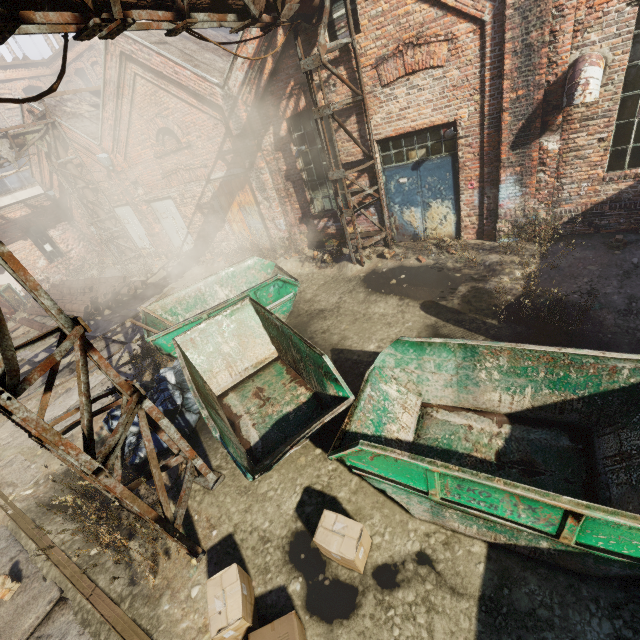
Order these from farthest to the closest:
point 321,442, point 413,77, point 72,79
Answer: point 72,79
point 413,77
point 321,442

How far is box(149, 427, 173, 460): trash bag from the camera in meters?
5.6 m

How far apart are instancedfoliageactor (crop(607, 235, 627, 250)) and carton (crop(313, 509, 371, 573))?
7.1 meters

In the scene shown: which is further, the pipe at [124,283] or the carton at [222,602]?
the carton at [222,602]

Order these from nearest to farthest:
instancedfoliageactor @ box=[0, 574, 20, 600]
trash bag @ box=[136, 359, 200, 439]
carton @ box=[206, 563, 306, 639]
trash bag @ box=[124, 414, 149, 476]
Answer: carton @ box=[206, 563, 306, 639], instancedfoliageactor @ box=[0, 574, 20, 600], trash bag @ box=[124, 414, 149, 476], trash bag @ box=[136, 359, 200, 439]

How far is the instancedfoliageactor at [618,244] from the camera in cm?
628

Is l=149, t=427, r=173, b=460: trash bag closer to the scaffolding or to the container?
the container

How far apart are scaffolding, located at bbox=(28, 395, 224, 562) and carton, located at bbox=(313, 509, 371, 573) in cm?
156
